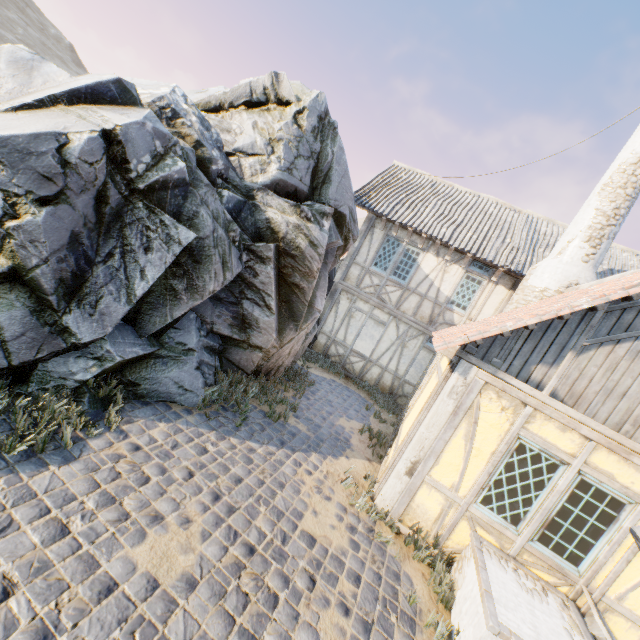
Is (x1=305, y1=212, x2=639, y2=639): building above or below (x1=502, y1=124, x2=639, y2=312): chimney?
below

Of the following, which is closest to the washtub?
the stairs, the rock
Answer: the stairs

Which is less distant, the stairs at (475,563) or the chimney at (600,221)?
the stairs at (475,563)

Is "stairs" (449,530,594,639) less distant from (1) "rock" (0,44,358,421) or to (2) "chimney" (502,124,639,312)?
(1) "rock" (0,44,358,421)

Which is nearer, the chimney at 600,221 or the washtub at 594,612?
the washtub at 594,612

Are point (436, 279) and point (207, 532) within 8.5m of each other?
no

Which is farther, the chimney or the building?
the chimney

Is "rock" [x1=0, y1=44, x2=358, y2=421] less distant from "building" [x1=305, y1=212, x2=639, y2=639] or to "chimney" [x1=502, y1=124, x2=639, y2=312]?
"building" [x1=305, y1=212, x2=639, y2=639]
